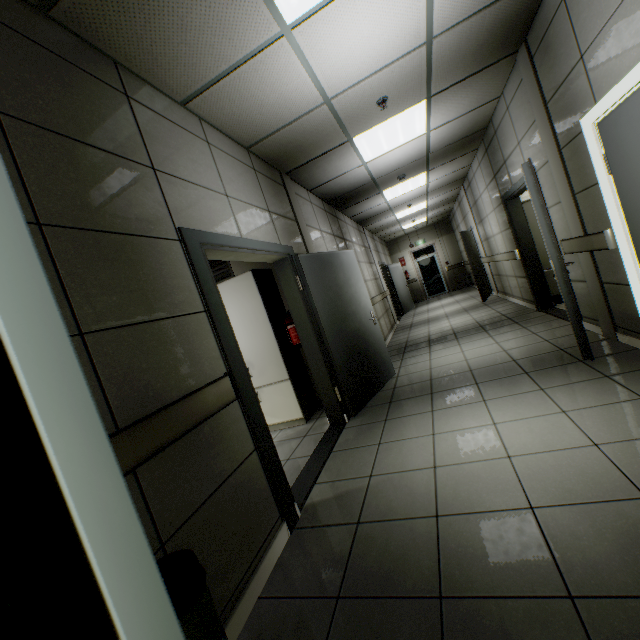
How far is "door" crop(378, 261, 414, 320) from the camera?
12.4 meters

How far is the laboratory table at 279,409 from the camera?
4.2 meters

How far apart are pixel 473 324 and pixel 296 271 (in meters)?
4.56

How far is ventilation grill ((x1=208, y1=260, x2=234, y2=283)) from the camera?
4.8 meters

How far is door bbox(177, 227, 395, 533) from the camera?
2.2 meters

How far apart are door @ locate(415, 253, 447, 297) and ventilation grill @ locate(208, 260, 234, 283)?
12.4 meters

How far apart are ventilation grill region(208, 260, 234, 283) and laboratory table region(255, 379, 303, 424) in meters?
1.7

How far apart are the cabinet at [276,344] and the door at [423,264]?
12.4m
